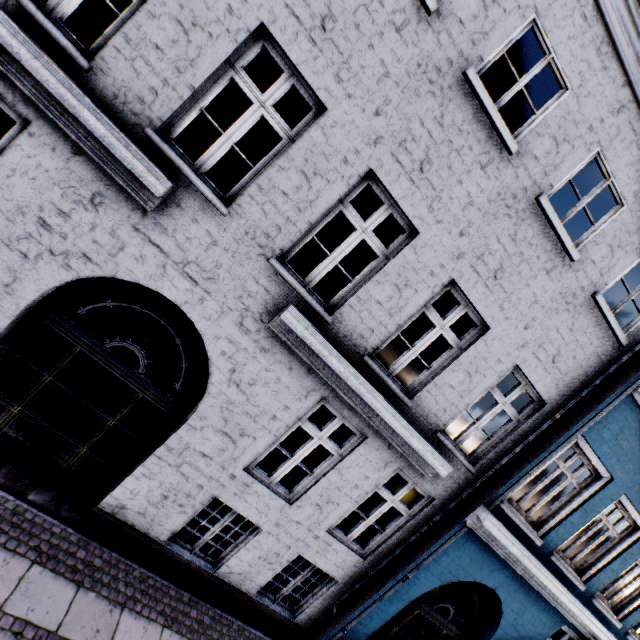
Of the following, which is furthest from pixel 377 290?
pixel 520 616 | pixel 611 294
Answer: pixel 520 616
